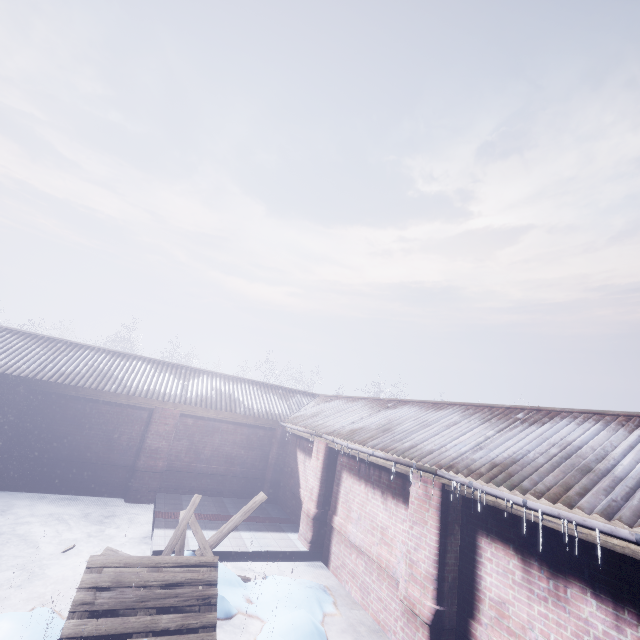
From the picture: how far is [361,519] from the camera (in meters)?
5.56
